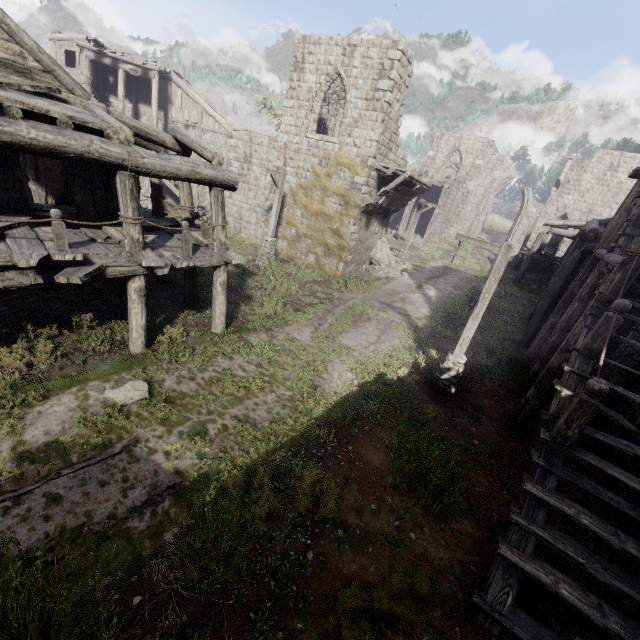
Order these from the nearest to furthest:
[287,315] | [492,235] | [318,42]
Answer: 1. [287,315]
2. [318,42]
3. [492,235]

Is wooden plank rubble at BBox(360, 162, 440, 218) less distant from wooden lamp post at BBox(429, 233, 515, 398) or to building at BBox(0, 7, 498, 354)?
building at BBox(0, 7, 498, 354)

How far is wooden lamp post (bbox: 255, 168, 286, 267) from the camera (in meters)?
16.89

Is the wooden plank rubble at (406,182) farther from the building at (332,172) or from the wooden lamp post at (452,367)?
the wooden lamp post at (452,367)

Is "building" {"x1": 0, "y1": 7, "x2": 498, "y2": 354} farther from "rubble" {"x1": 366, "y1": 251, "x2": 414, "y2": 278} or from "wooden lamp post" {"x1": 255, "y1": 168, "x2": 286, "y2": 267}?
"wooden lamp post" {"x1": 255, "y1": 168, "x2": 286, "y2": 267}

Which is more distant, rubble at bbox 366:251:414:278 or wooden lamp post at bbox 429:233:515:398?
rubble at bbox 366:251:414:278

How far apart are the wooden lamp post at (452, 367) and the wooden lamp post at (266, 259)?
10.6m
